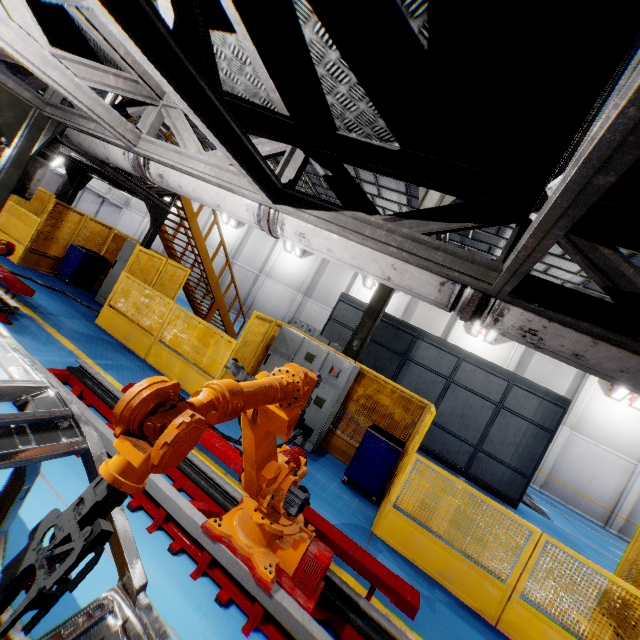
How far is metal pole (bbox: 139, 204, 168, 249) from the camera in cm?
855

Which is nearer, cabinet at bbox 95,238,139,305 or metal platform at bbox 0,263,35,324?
metal platform at bbox 0,263,35,324

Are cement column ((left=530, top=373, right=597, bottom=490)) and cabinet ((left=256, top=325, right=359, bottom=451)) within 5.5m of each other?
no

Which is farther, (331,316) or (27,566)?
(331,316)

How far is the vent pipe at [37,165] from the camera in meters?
4.7 m

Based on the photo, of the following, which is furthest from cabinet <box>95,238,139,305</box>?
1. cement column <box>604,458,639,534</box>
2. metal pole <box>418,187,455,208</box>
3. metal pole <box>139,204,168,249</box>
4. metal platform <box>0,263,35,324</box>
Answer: cement column <box>604,458,639,534</box>

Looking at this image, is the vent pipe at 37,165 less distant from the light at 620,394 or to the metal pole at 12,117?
the metal pole at 12,117

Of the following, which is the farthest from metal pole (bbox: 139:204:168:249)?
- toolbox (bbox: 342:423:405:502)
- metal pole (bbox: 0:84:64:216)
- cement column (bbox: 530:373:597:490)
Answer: cement column (bbox: 530:373:597:490)
